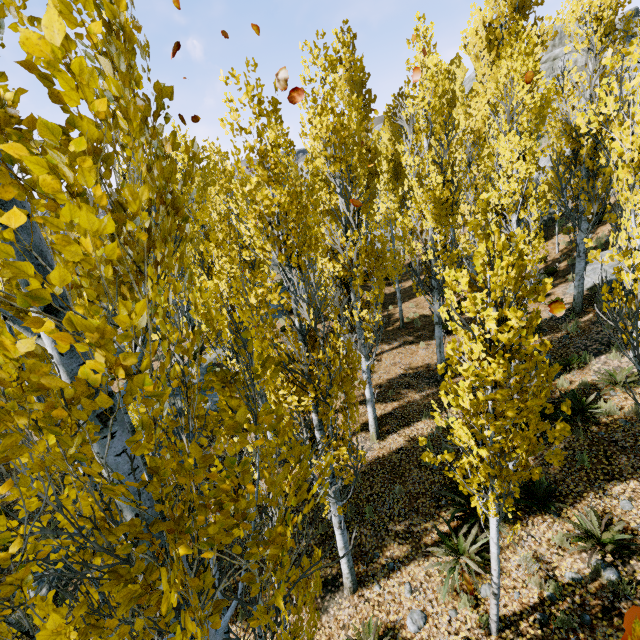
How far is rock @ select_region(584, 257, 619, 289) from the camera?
13.33m

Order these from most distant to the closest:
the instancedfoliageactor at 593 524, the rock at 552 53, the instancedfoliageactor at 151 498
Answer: the rock at 552 53 → the instancedfoliageactor at 593 524 → the instancedfoliageactor at 151 498

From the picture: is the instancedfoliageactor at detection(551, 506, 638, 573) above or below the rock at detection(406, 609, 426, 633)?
above

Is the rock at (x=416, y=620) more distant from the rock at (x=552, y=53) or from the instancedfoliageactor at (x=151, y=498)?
the rock at (x=552, y=53)

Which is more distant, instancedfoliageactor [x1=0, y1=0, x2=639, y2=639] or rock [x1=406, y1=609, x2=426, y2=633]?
rock [x1=406, y1=609, x2=426, y2=633]

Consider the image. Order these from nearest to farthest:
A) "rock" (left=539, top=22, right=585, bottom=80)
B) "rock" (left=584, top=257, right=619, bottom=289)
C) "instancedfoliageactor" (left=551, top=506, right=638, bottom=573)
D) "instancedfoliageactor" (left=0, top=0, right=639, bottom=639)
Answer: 1. "instancedfoliageactor" (left=0, top=0, right=639, bottom=639)
2. "instancedfoliageactor" (left=551, top=506, right=638, bottom=573)
3. "rock" (left=584, top=257, right=619, bottom=289)
4. "rock" (left=539, top=22, right=585, bottom=80)

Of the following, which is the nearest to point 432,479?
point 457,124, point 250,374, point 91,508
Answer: point 250,374
